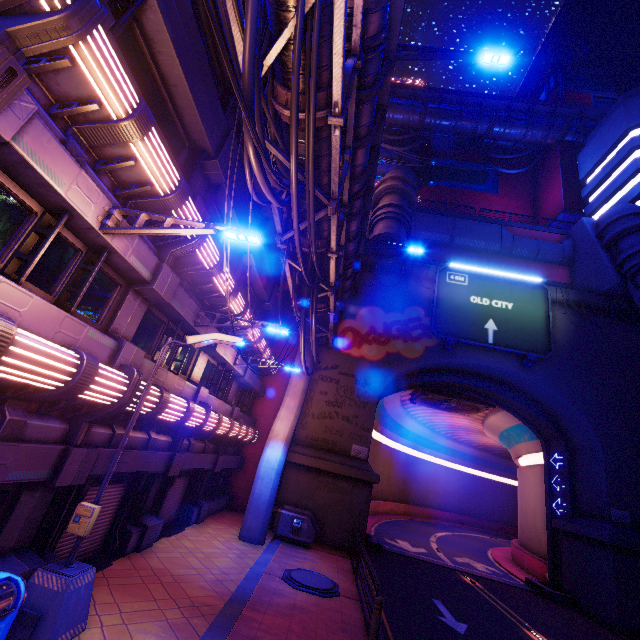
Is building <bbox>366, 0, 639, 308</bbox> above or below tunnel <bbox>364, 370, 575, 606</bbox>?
above

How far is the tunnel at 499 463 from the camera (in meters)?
21.17

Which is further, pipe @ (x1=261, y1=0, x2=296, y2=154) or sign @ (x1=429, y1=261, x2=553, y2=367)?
sign @ (x1=429, y1=261, x2=553, y2=367)

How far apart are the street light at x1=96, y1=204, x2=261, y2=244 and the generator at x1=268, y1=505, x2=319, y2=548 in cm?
1448

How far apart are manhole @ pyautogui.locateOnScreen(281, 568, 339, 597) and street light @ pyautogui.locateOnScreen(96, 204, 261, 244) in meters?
11.0 m

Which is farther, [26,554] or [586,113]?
[586,113]

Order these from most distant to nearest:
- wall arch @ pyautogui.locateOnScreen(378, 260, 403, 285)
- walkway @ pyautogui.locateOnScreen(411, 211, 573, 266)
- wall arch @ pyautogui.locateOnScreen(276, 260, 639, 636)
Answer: walkway @ pyautogui.locateOnScreen(411, 211, 573, 266) < wall arch @ pyautogui.locateOnScreen(378, 260, 403, 285) < wall arch @ pyautogui.locateOnScreen(276, 260, 639, 636)

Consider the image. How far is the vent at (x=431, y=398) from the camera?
25.5m
